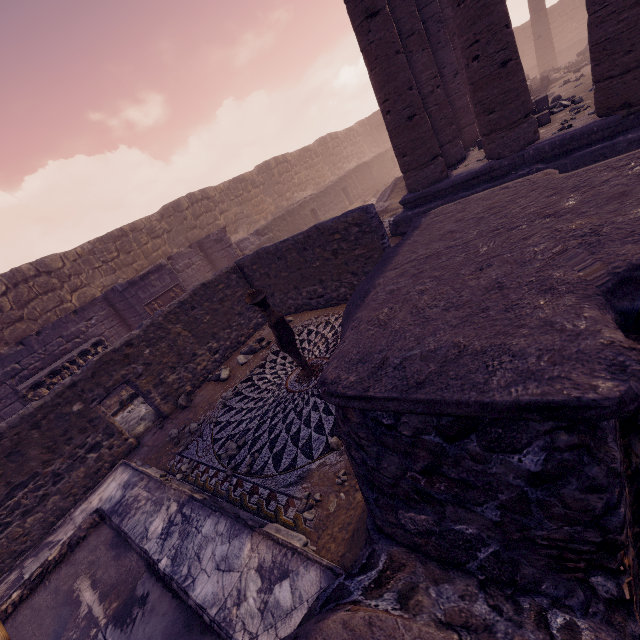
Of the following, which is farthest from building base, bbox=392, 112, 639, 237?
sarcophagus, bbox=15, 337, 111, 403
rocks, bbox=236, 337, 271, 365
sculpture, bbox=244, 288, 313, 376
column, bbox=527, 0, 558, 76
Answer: sarcophagus, bbox=15, 337, 111, 403

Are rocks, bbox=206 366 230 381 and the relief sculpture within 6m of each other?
yes

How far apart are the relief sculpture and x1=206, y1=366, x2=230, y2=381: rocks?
4.7m

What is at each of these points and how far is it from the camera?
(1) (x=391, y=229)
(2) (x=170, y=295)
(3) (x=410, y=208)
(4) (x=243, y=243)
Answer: (1) debris pile, 10.0 meters
(2) relief sculpture, 11.6 meters
(3) building base, 9.0 meters
(4) building debris, 14.8 meters

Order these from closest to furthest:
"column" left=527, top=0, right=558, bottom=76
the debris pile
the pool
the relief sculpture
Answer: the pool
the debris pile
the relief sculpture
"column" left=527, top=0, right=558, bottom=76

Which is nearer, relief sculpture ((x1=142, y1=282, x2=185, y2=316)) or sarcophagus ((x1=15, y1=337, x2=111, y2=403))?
sarcophagus ((x1=15, y1=337, x2=111, y2=403))

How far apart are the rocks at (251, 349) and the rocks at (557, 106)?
10.3 meters

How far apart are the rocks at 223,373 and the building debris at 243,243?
7.1m
